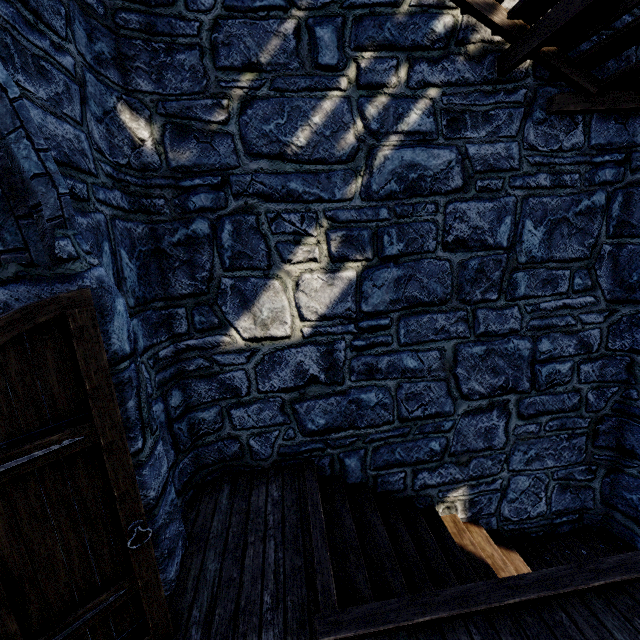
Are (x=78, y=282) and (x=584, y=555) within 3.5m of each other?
no
